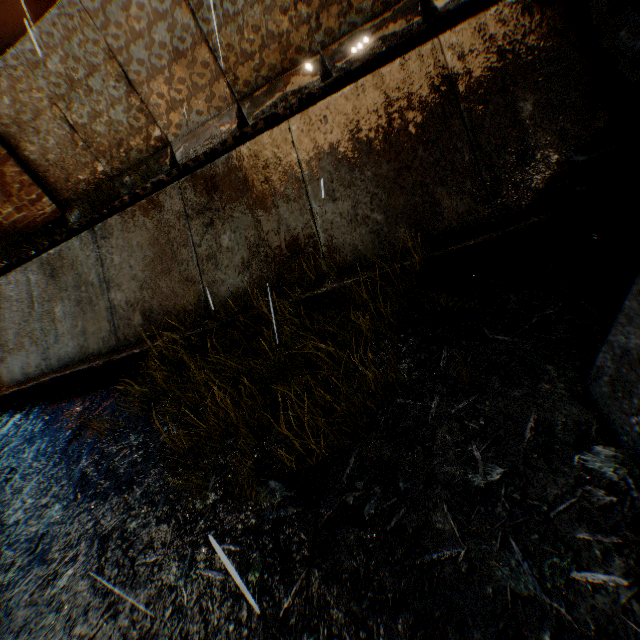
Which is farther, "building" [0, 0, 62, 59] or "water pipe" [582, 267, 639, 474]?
"building" [0, 0, 62, 59]

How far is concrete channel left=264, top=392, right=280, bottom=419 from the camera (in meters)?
3.57

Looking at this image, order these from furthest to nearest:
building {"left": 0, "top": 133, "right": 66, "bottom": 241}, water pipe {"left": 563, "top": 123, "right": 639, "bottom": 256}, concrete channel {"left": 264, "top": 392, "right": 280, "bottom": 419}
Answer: building {"left": 0, "top": 133, "right": 66, "bottom": 241} < concrete channel {"left": 264, "top": 392, "right": 280, "bottom": 419} < water pipe {"left": 563, "top": 123, "right": 639, "bottom": 256}

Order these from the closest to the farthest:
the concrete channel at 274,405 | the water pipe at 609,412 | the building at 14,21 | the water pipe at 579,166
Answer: the water pipe at 609,412, the water pipe at 579,166, the concrete channel at 274,405, the building at 14,21

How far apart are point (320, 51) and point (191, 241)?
4.64m

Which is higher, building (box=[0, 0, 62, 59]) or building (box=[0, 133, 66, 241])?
building (box=[0, 0, 62, 59])

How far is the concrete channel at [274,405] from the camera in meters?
3.6 m
